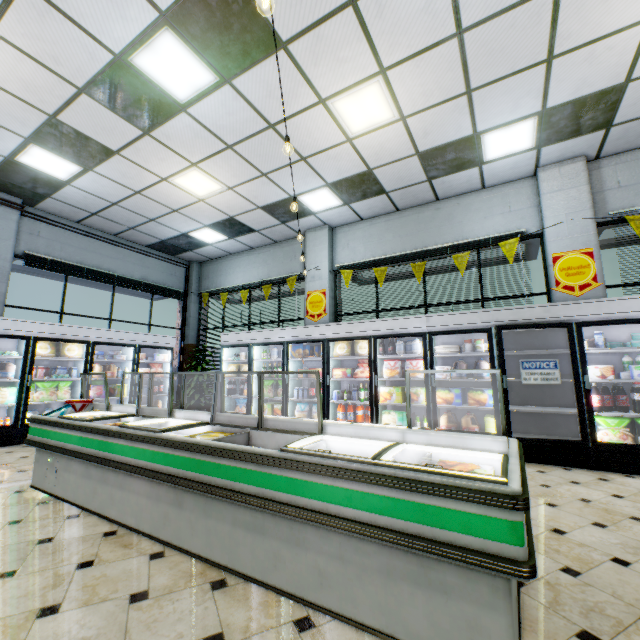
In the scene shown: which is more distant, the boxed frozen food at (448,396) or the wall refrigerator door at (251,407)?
the wall refrigerator door at (251,407)

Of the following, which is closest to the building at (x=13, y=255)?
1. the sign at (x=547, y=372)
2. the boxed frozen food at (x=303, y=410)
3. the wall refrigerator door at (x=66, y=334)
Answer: the wall refrigerator door at (x=66, y=334)

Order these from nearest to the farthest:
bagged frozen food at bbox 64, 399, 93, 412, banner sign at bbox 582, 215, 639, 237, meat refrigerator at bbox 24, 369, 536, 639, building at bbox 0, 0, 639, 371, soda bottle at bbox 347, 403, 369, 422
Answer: meat refrigerator at bbox 24, 369, 536, 639 → building at bbox 0, 0, 639, 371 → bagged frozen food at bbox 64, 399, 93, 412 → banner sign at bbox 582, 215, 639, 237 → soda bottle at bbox 347, 403, 369, 422

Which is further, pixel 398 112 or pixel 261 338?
pixel 261 338

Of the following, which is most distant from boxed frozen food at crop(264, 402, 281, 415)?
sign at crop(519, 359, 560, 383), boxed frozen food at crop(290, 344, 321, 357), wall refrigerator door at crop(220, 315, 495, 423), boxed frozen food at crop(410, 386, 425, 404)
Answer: sign at crop(519, 359, 560, 383)

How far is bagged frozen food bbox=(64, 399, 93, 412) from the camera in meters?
4.0 m

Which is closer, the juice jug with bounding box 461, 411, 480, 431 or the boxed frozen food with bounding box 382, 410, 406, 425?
the juice jug with bounding box 461, 411, 480, 431

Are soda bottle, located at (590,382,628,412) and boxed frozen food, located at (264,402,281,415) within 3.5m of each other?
no
